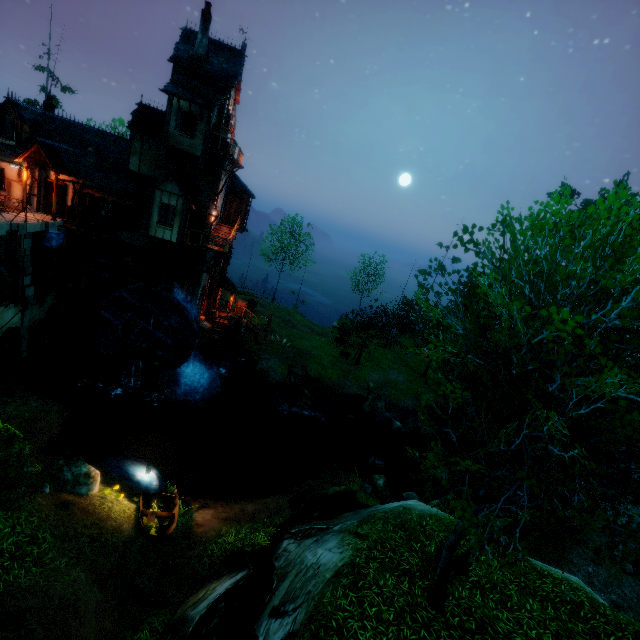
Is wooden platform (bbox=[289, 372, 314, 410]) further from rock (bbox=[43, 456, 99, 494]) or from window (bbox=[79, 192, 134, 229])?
window (bbox=[79, 192, 134, 229])

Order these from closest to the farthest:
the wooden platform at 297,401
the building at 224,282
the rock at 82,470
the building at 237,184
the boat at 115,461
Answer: the rock at 82,470
the boat at 115,461
the wooden platform at 297,401
the building at 237,184
the building at 224,282

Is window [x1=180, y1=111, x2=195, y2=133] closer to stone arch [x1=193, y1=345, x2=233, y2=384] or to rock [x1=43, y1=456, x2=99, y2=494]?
stone arch [x1=193, y1=345, x2=233, y2=384]

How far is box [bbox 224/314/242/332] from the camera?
27.06m

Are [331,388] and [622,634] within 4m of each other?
no

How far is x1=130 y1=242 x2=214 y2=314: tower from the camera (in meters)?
22.59

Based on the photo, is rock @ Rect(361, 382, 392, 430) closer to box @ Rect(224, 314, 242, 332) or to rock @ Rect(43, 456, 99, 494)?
box @ Rect(224, 314, 242, 332)

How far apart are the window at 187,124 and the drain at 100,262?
8.4m
